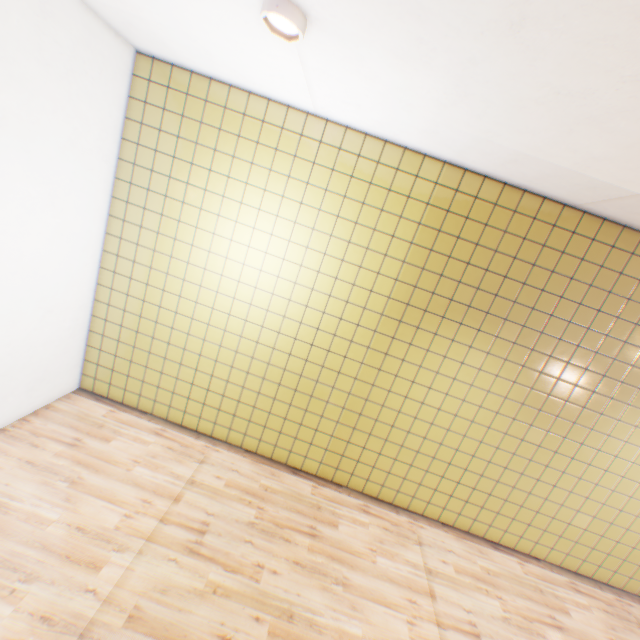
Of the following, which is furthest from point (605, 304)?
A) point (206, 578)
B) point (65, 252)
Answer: point (65, 252)
